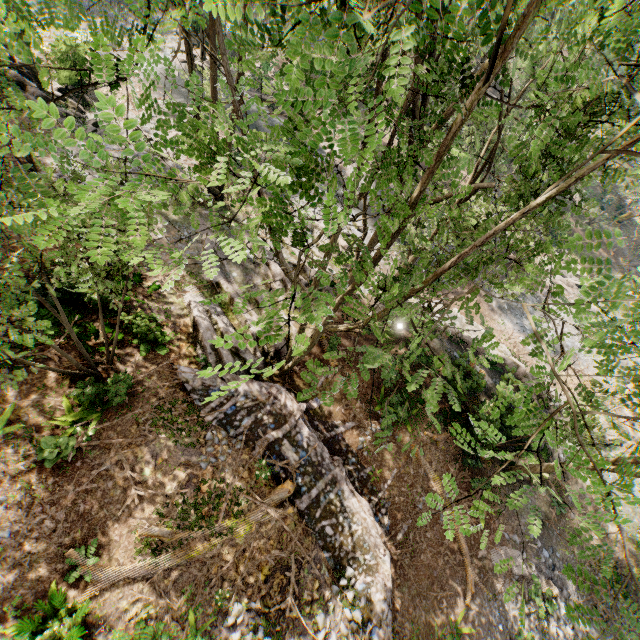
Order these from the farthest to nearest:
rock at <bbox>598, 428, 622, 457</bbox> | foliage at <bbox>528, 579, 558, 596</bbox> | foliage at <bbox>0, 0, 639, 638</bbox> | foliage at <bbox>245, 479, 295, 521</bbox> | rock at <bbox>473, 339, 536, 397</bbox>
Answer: rock at <bbox>598, 428, 622, 457</bbox> → rock at <bbox>473, 339, 536, 397</bbox> → foliage at <bbox>528, 579, 558, 596</bbox> → foliage at <bbox>245, 479, 295, 521</bbox> → foliage at <bbox>0, 0, 639, 638</bbox>

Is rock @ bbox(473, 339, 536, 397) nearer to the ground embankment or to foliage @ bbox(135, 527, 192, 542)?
foliage @ bbox(135, 527, 192, 542)

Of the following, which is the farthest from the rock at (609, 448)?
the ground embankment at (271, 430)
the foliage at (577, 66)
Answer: the ground embankment at (271, 430)

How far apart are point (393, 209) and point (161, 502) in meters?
11.6 m

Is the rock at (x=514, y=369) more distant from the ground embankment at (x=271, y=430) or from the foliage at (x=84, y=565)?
the ground embankment at (x=271, y=430)

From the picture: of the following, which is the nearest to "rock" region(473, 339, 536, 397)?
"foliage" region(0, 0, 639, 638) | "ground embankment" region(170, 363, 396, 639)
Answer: "foliage" region(0, 0, 639, 638)
